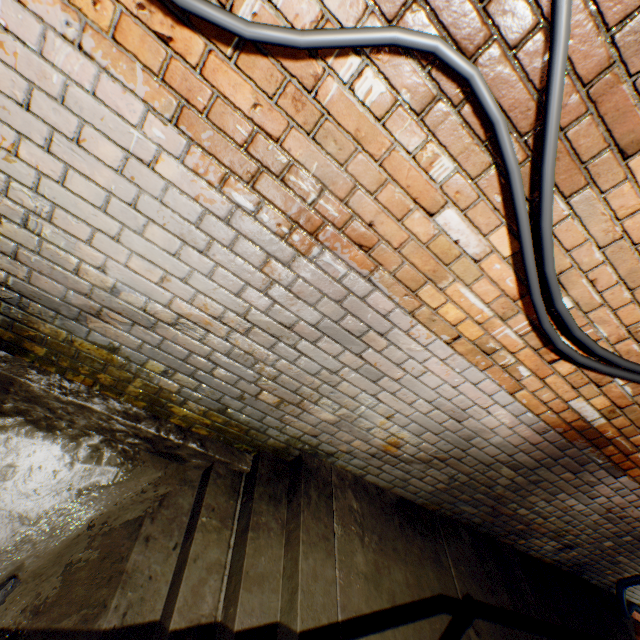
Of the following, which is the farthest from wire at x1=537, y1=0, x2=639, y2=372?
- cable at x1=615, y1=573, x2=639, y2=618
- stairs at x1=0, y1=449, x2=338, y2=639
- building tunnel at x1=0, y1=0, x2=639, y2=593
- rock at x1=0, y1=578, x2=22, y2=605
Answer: rock at x1=0, y1=578, x2=22, y2=605

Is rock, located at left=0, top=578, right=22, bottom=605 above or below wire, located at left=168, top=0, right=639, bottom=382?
below

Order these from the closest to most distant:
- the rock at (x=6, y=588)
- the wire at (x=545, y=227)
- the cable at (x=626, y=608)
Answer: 1. the wire at (x=545, y=227)
2. the rock at (x=6, y=588)
3. the cable at (x=626, y=608)

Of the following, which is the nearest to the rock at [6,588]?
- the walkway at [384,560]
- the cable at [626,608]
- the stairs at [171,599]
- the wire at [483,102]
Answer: the stairs at [171,599]

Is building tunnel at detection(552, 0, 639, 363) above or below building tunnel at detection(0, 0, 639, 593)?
above

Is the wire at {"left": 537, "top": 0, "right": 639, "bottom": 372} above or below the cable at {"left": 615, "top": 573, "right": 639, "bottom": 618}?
above

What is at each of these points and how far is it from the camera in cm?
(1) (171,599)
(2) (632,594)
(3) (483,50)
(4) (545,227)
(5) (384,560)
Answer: (1) stairs, 164
(2) building tunnel, 448
(3) building tunnel, 94
(4) wire, 120
(5) walkway, 216

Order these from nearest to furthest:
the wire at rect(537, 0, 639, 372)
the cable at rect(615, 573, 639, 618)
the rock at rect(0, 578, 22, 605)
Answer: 1. the wire at rect(537, 0, 639, 372)
2. the rock at rect(0, 578, 22, 605)
3. the cable at rect(615, 573, 639, 618)
